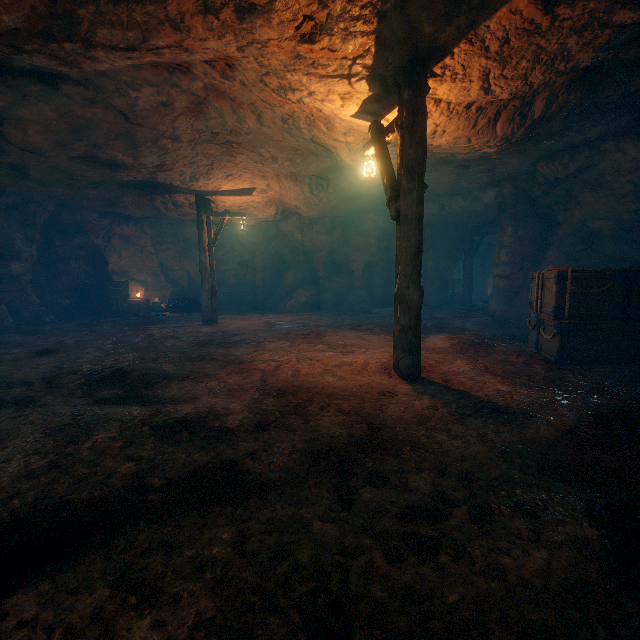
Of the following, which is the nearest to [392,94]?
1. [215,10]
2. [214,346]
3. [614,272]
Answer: [215,10]

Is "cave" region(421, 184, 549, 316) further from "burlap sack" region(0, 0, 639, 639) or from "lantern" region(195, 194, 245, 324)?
"lantern" region(195, 194, 245, 324)

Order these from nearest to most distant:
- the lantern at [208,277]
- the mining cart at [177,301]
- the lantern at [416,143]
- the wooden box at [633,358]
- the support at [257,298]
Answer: the lantern at [416,143] < the wooden box at [633,358] < the lantern at [208,277] < the mining cart at [177,301] < the support at [257,298]

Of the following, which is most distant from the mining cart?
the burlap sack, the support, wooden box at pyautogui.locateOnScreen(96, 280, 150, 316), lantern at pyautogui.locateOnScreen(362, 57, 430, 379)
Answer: lantern at pyautogui.locateOnScreen(362, 57, 430, 379)

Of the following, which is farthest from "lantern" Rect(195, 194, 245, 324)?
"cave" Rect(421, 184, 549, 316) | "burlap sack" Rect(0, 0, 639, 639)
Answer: "cave" Rect(421, 184, 549, 316)

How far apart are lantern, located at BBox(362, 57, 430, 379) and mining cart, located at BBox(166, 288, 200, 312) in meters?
12.7 m

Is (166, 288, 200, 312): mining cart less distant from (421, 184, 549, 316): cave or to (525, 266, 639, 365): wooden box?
(421, 184, 549, 316): cave

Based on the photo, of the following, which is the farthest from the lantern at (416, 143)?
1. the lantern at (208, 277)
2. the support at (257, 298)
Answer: the support at (257, 298)
